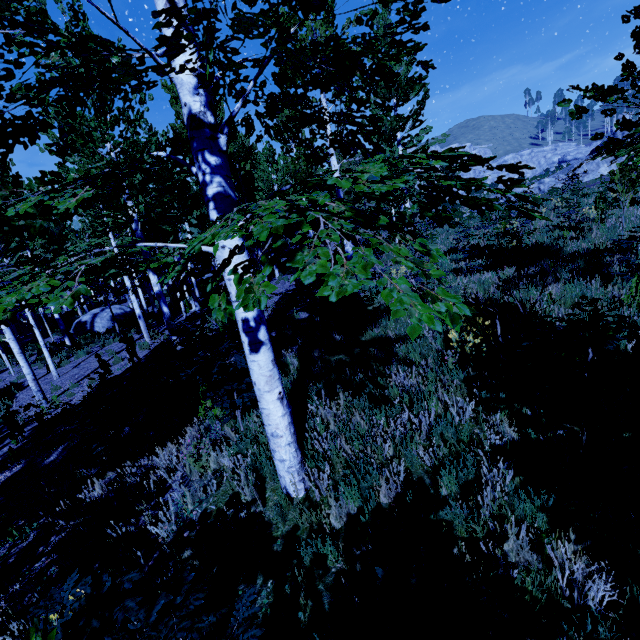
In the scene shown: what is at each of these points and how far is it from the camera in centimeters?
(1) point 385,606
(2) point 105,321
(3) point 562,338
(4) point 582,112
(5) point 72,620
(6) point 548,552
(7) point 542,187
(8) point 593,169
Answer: (1) instancedfoliageactor, 169cm
(2) rock, 2202cm
(3) instancedfoliageactor, 389cm
(4) instancedfoliageactor, 493cm
(5) instancedfoliageactor, 187cm
(6) instancedfoliageactor, 240cm
(7) rock, 2608cm
(8) rock, 2520cm

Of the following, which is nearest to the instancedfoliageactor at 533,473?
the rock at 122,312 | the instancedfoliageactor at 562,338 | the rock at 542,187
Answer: the rock at 122,312

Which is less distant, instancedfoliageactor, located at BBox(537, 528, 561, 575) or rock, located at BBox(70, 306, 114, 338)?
instancedfoliageactor, located at BBox(537, 528, 561, 575)

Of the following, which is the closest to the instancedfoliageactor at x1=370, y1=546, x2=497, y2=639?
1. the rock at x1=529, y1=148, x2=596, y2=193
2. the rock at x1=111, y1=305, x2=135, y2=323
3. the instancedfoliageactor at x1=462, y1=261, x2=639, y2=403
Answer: the rock at x1=111, y1=305, x2=135, y2=323

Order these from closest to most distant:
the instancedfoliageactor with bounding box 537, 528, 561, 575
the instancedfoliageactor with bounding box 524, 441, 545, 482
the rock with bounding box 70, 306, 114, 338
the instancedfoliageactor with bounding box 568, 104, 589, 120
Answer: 1. the instancedfoliageactor with bounding box 537, 528, 561, 575
2. the instancedfoliageactor with bounding box 524, 441, 545, 482
3. the instancedfoliageactor with bounding box 568, 104, 589, 120
4. the rock with bounding box 70, 306, 114, 338

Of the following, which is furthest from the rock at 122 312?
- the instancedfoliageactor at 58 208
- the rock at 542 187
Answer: the rock at 542 187

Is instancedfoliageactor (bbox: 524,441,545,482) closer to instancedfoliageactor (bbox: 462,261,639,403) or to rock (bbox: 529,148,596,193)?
instancedfoliageactor (bbox: 462,261,639,403)

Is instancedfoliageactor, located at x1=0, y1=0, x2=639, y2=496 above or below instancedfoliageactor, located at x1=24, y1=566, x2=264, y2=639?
above
